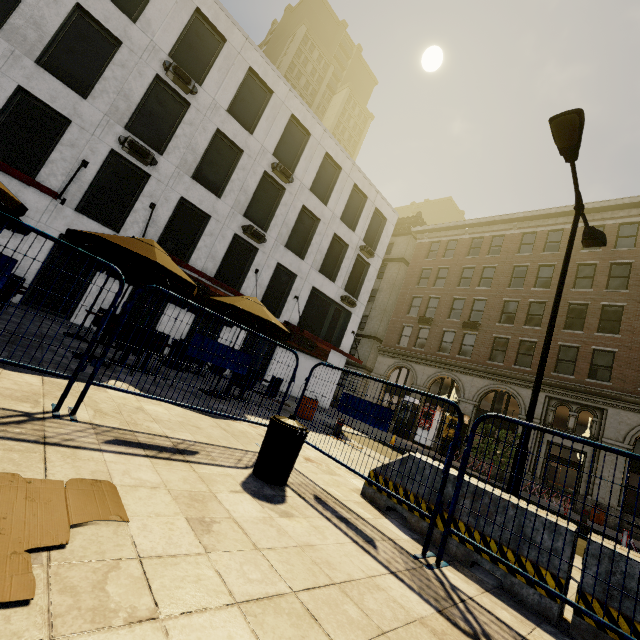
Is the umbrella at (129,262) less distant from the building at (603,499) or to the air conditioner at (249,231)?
the air conditioner at (249,231)

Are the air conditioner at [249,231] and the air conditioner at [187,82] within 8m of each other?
yes

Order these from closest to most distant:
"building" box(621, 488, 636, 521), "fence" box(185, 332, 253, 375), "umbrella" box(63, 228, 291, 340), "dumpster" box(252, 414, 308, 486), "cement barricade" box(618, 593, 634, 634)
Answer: "cement barricade" box(618, 593, 634, 634), "dumpster" box(252, 414, 308, 486), "fence" box(185, 332, 253, 375), "umbrella" box(63, 228, 291, 340), "building" box(621, 488, 636, 521)

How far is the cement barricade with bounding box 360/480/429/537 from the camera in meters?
4.0

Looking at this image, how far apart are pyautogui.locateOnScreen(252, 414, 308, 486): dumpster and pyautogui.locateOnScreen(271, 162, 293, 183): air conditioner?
16.4m

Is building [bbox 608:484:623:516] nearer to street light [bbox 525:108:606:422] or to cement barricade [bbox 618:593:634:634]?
street light [bbox 525:108:606:422]

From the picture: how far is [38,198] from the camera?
11.7 meters

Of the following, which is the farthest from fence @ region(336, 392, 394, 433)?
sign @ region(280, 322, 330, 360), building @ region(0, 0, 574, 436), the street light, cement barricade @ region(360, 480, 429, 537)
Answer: sign @ region(280, 322, 330, 360)
